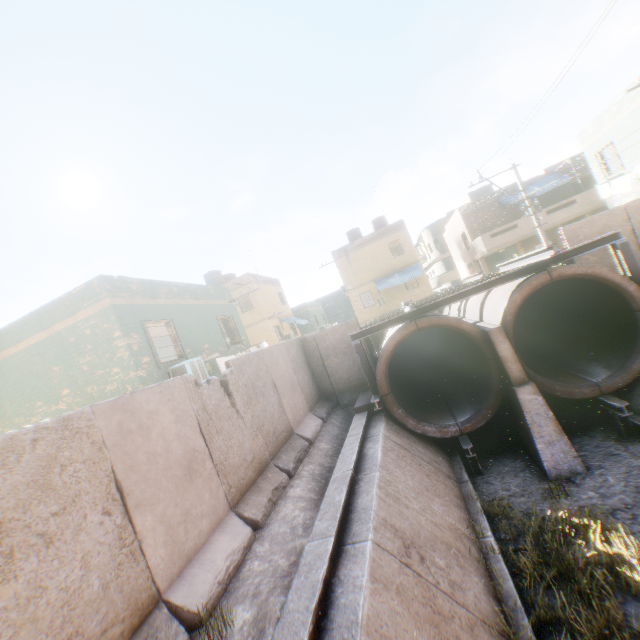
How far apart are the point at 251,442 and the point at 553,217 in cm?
2406

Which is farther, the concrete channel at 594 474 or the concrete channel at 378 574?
the concrete channel at 594 474

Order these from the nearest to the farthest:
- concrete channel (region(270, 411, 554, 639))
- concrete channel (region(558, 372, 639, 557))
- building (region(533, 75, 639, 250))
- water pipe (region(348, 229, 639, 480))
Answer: concrete channel (region(270, 411, 554, 639)) < concrete channel (region(558, 372, 639, 557)) < water pipe (region(348, 229, 639, 480)) < building (region(533, 75, 639, 250))

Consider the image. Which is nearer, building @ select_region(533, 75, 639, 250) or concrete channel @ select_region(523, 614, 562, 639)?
concrete channel @ select_region(523, 614, 562, 639)

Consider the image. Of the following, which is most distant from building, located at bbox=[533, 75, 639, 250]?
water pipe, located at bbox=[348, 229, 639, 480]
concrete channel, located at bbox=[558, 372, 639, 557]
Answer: water pipe, located at bbox=[348, 229, 639, 480]

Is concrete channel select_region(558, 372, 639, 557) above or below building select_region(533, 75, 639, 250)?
below

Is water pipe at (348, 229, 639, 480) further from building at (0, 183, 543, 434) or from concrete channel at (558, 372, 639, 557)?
building at (0, 183, 543, 434)

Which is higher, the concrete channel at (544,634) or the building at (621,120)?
the building at (621,120)
